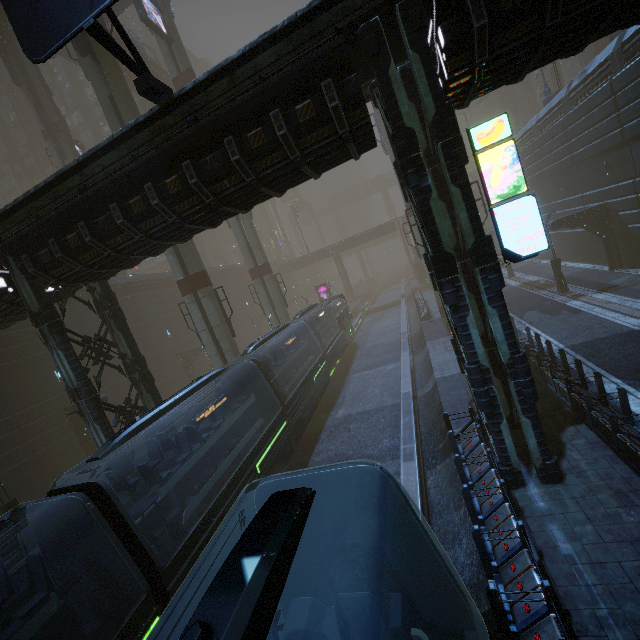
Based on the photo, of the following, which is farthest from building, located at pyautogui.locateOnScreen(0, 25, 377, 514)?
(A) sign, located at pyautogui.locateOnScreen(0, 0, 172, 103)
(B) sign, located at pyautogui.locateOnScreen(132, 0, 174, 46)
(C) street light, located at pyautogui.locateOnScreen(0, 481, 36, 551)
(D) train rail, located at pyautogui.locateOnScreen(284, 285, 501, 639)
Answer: (B) sign, located at pyautogui.locateOnScreen(132, 0, 174, 46)

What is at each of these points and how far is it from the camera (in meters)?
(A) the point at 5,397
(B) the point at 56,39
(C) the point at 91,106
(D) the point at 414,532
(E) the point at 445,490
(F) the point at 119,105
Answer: (A) building, 20.05
(B) sign, 6.00
(C) building, 52.19
(D) train, 4.06
(E) train rail, 10.53
(F) sm, 19.25

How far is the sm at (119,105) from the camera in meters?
18.8 m

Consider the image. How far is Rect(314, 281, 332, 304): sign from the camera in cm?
4728

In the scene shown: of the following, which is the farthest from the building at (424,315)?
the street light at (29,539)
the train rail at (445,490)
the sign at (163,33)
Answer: the sign at (163,33)

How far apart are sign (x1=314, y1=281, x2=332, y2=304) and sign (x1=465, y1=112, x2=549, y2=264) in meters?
39.7 m

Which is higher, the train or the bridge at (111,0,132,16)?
the bridge at (111,0,132,16)

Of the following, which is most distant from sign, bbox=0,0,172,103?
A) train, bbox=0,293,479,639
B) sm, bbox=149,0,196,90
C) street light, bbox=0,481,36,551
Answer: street light, bbox=0,481,36,551
